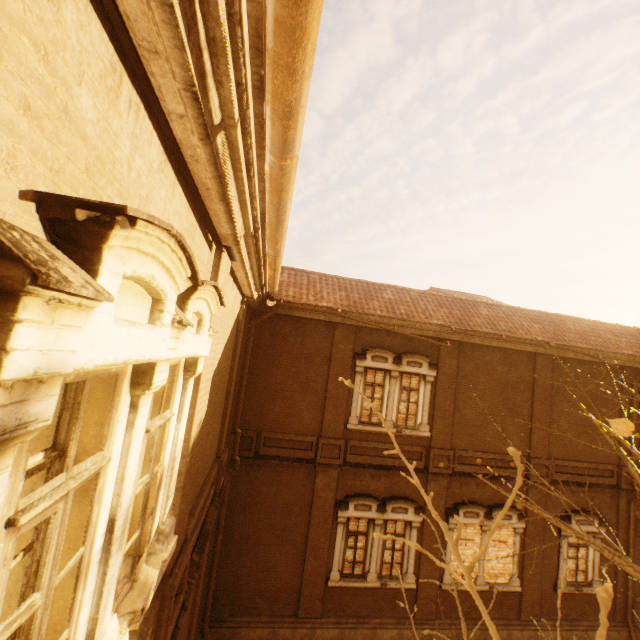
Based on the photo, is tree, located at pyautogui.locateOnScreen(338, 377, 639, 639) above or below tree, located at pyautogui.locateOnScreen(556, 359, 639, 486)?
below

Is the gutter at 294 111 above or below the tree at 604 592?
above

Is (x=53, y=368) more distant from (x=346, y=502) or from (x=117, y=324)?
(x=346, y=502)

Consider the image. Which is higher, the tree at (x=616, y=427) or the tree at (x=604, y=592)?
the tree at (x=616, y=427)

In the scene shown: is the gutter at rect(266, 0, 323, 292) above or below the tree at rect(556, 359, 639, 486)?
above
